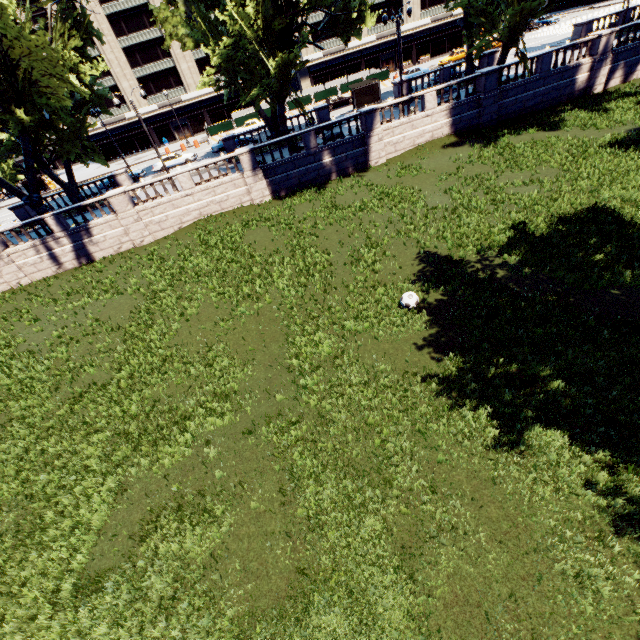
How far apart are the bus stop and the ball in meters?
33.9

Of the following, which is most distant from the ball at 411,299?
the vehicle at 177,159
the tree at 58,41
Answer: the vehicle at 177,159

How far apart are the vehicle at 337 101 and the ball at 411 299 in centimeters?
4033cm

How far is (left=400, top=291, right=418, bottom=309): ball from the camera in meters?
12.0 m

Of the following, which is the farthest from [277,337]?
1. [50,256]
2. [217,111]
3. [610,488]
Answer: [217,111]

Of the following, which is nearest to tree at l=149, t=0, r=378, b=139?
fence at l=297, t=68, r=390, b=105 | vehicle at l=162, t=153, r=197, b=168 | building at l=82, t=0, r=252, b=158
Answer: vehicle at l=162, t=153, r=197, b=168

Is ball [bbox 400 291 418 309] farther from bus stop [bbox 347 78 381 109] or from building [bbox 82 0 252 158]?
building [bbox 82 0 252 158]

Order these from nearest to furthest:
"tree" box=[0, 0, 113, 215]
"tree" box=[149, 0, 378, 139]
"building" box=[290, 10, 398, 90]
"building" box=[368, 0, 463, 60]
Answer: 1. "tree" box=[0, 0, 113, 215]
2. "tree" box=[149, 0, 378, 139]
3. "building" box=[368, 0, 463, 60]
4. "building" box=[290, 10, 398, 90]
